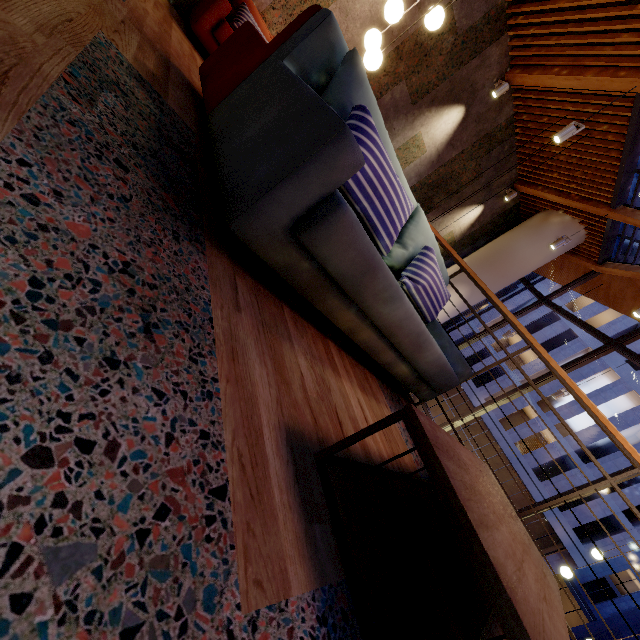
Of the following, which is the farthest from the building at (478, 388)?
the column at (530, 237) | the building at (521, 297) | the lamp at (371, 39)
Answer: the lamp at (371, 39)

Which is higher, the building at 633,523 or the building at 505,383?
the building at 633,523

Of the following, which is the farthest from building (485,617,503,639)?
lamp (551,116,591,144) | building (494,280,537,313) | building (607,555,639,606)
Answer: building (607,555,639,606)

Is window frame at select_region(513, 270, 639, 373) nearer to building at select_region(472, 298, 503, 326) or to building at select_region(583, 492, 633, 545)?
building at select_region(583, 492, 633, 545)

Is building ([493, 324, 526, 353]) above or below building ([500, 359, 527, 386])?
above

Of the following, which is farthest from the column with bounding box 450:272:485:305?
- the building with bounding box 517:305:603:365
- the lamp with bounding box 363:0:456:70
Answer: the building with bounding box 517:305:603:365

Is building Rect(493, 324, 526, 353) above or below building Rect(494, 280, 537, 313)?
below

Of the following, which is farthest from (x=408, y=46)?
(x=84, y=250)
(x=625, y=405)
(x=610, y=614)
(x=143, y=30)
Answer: (x=610, y=614)
